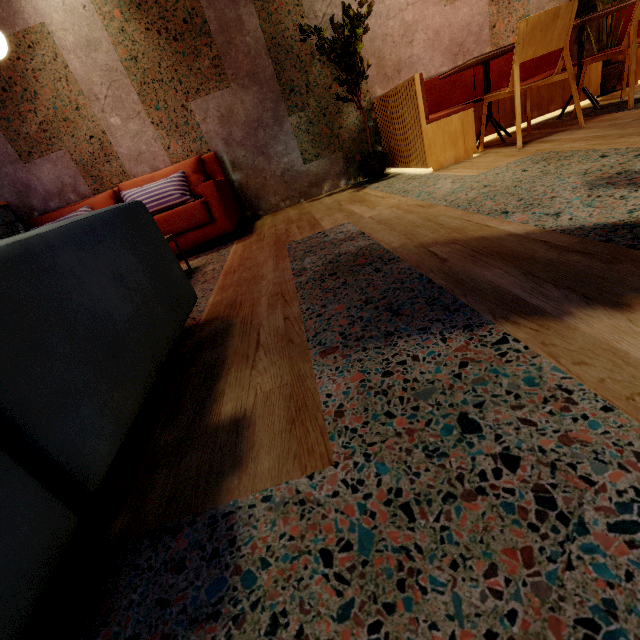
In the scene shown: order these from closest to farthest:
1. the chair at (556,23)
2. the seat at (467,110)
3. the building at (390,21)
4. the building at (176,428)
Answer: the building at (176,428) < the chair at (556,23) < the seat at (467,110) < the building at (390,21)

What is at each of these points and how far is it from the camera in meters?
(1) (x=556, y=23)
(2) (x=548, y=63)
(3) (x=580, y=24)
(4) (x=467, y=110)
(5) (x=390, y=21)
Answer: (1) chair, 2.4
(2) seat, 3.8
(3) table, 2.9
(4) seat, 2.9
(5) building, 3.5

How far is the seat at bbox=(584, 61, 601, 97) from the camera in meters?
3.5 m

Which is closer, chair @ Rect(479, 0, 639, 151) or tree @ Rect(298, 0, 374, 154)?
chair @ Rect(479, 0, 639, 151)

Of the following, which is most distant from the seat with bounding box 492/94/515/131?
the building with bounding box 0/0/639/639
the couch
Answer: the couch

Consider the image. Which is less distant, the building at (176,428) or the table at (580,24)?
the building at (176,428)

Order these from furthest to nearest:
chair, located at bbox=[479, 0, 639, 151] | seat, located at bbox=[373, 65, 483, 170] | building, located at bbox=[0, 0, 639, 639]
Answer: seat, located at bbox=[373, 65, 483, 170], chair, located at bbox=[479, 0, 639, 151], building, located at bbox=[0, 0, 639, 639]
